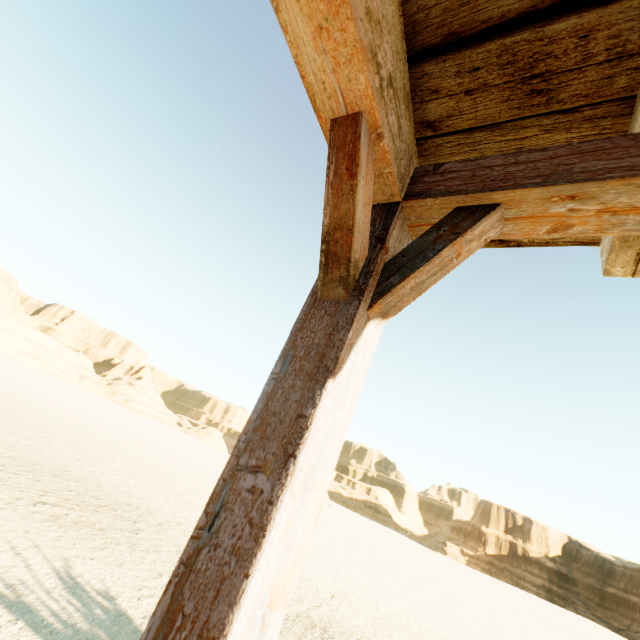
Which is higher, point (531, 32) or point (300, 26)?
point (531, 32)
